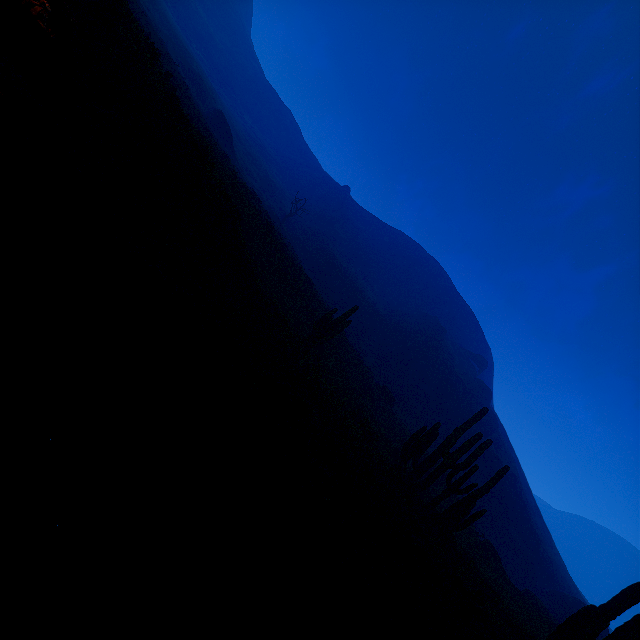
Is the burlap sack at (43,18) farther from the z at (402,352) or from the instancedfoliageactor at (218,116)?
the z at (402,352)

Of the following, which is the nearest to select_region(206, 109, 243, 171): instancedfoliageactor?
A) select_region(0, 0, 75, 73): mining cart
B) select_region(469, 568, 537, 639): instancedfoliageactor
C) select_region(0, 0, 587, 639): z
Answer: select_region(0, 0, 587, 639): z

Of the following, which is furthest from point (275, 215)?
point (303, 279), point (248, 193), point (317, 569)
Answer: point (317, 569)

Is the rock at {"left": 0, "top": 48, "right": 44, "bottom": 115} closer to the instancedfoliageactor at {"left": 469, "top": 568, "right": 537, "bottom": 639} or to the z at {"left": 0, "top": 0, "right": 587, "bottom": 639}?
the instancedfoliageactor at {"left": 469, "top": 568, "right": 537, "bottom": 639}

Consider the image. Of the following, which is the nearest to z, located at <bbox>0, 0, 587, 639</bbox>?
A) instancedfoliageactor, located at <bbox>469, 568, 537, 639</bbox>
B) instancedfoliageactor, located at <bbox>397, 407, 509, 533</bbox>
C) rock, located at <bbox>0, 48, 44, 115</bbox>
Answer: instancedfoliageactor, located at <bbox>397, 407, 509, 533</bbox>

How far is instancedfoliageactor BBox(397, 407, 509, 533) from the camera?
12.55m

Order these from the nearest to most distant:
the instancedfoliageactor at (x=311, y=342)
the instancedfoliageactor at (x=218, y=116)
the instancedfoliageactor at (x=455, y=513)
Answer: the instancedfoliageactor at (x=455, y=513) < the instancedfoliageactor at (x=311, y=342) < the instancedfoliageactor at (x=218, y=116)

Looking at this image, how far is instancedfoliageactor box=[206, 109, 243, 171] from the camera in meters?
46.4
